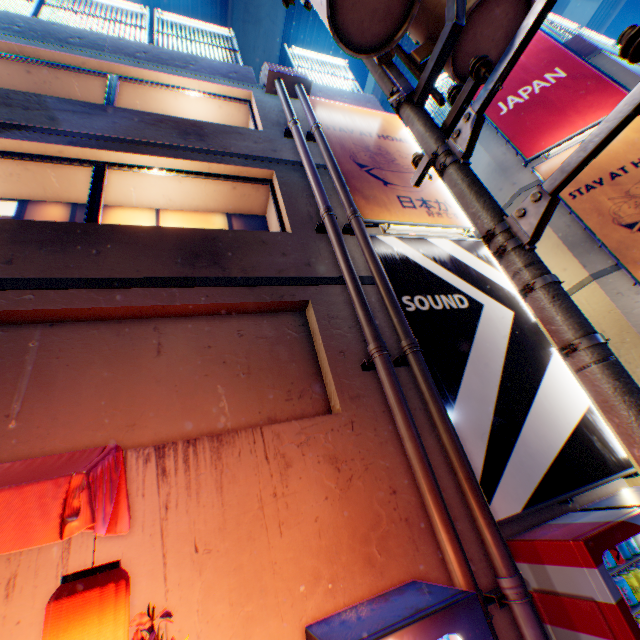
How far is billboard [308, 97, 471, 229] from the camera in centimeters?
610cm

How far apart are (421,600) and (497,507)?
1.54m

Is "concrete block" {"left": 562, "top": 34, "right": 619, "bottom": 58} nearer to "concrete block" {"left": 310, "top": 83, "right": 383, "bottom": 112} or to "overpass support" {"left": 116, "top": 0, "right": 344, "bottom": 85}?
"concrete block" {"left": 310, "top": 83, "right": 383, "bottom": 112}

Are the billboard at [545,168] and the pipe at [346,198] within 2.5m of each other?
no

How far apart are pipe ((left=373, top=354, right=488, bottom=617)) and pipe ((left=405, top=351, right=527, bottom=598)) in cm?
27

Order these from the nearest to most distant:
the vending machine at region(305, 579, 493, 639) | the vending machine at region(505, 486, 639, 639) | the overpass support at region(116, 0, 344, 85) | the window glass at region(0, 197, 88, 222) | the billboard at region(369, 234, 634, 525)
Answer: the vending machine at region(305, 579, 493, 639) < the vending machine at region(505, 486, 639, 639) < the billboard at region(369, 234, 634, 525) < the window glass at region(0, 197, 88, 222) < the overpass support at region(116, 0, 344, 85)

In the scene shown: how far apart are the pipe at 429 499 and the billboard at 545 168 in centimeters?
630cm

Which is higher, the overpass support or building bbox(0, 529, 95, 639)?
the overpass support
